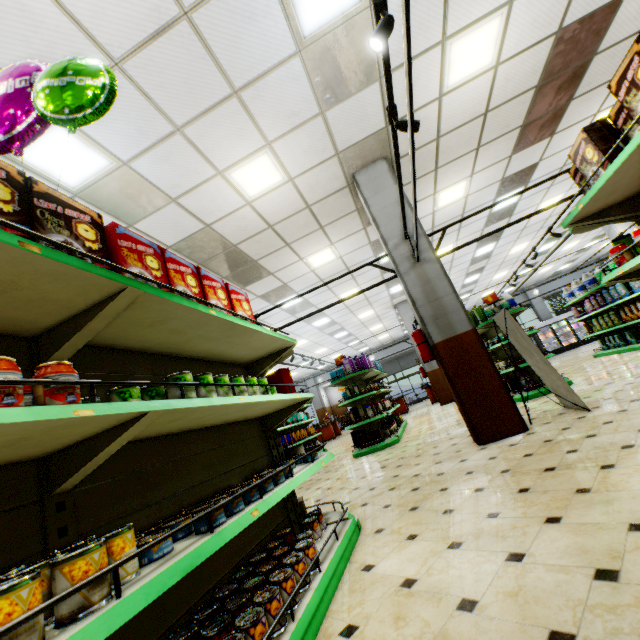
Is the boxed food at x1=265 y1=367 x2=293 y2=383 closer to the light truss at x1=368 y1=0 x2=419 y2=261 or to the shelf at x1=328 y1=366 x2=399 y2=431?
the light truss at x1=368 y1=0 x2=419 y2=261

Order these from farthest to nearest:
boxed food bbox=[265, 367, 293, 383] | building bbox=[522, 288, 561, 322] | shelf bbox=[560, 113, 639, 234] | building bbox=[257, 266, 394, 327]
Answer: building bbox=[522, 288, 561, 322] < building bbox=[257, 266, 394, 327] < boxed food bbox=[265, 367, 293, 383] < shelf bbox=[560, 113, 639, 234]

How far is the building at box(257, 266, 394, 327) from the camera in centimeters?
1052cm

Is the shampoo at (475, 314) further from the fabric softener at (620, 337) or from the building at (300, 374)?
the fabric softener at (620, 337)

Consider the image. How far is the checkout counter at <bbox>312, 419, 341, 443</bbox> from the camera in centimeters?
1847cm

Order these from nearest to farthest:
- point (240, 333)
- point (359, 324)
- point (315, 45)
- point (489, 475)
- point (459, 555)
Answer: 1. point (459, 555)
2. point (240, 333)
3. point (489, 475)
4. point (315, 45)
5. point (359, 324)

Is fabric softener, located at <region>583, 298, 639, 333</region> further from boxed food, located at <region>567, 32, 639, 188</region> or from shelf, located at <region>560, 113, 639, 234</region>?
boxed food, located at <region>567, 32, 639, 188</region>

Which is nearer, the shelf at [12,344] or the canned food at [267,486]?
the shelf at [12,344]
